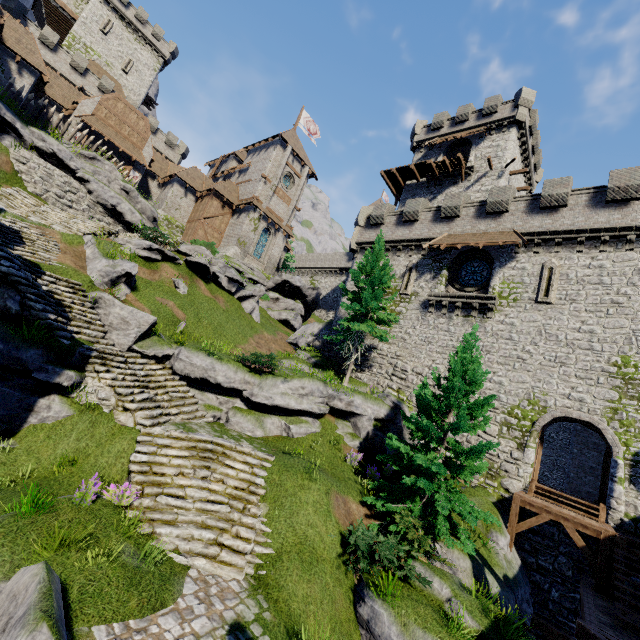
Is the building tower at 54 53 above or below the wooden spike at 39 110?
above

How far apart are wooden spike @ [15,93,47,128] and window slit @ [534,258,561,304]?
32.5m

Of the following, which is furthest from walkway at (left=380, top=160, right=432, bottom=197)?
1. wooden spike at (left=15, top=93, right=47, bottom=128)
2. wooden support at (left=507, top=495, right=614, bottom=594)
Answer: wooden support at (left=507, top=495, right=614, bottom=594)

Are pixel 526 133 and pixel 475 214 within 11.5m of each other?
no

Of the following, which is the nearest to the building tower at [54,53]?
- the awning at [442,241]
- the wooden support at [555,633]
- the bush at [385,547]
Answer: the awning at [442,241]

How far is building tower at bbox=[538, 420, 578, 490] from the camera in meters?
28.3

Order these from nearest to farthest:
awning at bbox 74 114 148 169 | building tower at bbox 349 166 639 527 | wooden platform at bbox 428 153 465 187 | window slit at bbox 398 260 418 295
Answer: building tower at bbox 349 166 639 527 < window slit at bbox 398 260 418 295 < awning at bbox 74 114 148 169 < wooden platform at bbox 428 153 465 187

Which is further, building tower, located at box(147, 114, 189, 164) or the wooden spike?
building tower, located at box(147, 114, 189, 164)
